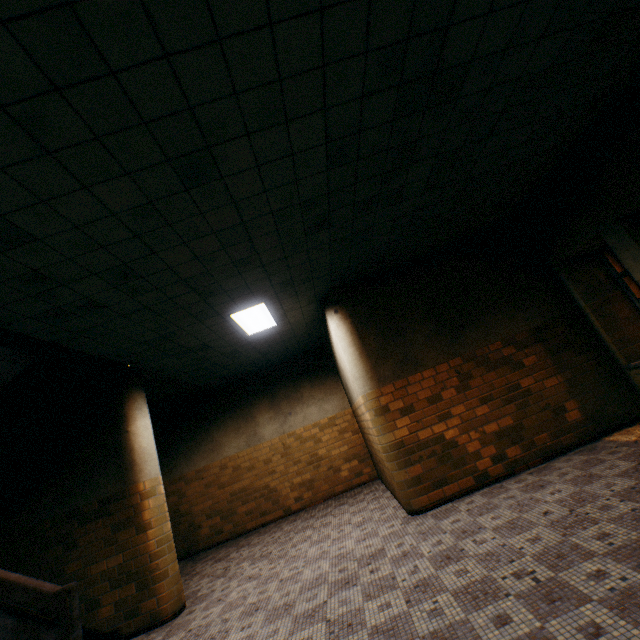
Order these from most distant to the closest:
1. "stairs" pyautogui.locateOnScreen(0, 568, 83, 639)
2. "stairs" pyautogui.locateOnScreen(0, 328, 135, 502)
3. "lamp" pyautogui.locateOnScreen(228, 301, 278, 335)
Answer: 1. "lamp" pyautogui.locateOnScreen(228, 301, 278, 335)
2. "stairs" pyautogui.locateOnScreen(0, 328, 135, 502)
3. "stairs" pyautogui.locateOnScreen(0, 568, 83, 639)

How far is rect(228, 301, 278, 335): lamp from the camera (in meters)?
5.56

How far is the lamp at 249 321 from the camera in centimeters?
556cm

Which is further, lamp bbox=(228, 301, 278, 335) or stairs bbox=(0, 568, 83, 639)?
lamp bbox=(228, 301, 278, 335)

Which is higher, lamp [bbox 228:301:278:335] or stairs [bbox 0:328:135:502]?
lamp [bbox 228:301:278:335]

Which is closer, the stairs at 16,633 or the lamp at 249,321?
the stairs at 16,633

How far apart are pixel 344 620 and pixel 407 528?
1.9m
